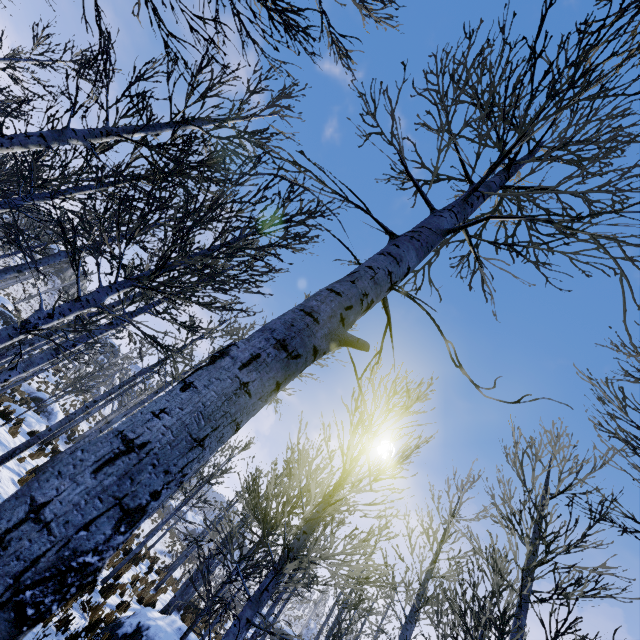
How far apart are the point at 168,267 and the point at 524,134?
4.05m

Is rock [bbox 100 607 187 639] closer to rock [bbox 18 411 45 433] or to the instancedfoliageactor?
the instancedfoliageactor

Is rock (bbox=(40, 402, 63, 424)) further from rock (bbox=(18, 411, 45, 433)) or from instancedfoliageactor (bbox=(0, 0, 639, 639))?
rock (bbox=(18, 411, 45, 433))

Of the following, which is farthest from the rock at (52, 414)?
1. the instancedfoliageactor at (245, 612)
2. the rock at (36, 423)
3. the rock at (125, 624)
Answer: the rock at (125, 624)

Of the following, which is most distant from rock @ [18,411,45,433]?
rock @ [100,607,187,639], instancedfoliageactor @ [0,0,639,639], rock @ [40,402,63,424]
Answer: rock @ [100,607,187,639]

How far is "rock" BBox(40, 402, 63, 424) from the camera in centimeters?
2689cm

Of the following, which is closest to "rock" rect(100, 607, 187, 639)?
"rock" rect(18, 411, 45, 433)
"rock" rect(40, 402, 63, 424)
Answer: "rock" rect(18, 411, 45, 433)
